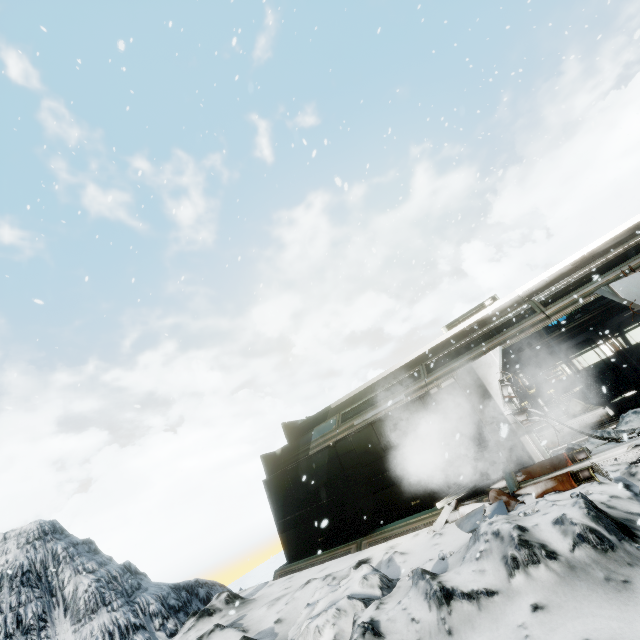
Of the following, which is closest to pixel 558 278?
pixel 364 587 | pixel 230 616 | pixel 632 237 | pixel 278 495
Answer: pixel 632 237

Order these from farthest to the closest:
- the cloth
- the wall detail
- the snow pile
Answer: the wall detail, the cloth, the snow pile

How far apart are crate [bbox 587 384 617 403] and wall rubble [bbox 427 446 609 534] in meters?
7.9

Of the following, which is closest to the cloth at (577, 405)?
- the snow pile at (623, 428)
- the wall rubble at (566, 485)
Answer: the snow pile at (623, 428)

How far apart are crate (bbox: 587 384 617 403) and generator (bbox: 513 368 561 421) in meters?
1.4

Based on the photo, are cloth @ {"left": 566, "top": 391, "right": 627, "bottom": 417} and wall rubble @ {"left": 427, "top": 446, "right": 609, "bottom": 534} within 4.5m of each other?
no

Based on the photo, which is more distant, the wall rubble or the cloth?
the cloth
